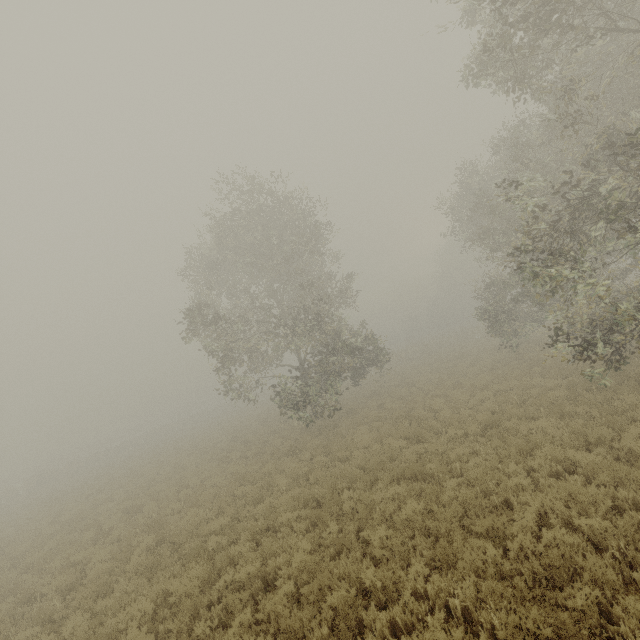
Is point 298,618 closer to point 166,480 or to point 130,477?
point 166,480
